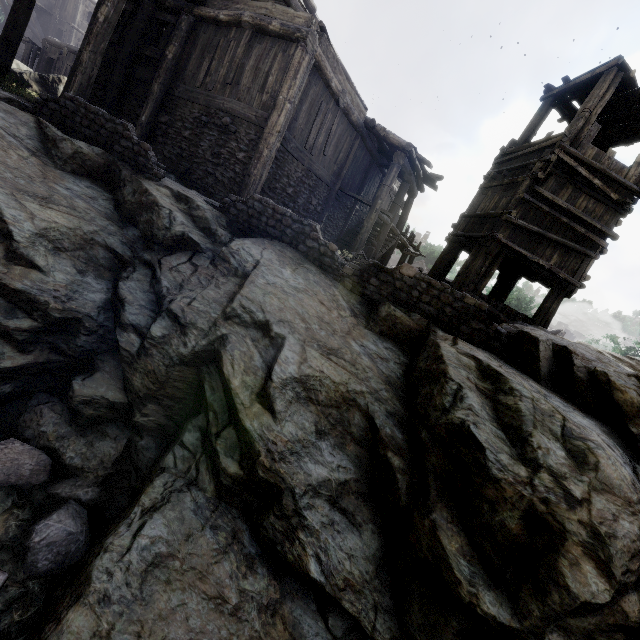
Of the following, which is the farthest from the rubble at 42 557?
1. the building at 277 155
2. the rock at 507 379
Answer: the building at 277 155

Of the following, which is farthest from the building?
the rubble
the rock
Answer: the rubble

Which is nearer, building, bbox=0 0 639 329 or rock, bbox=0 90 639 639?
rock, bbox=0 90 639 639

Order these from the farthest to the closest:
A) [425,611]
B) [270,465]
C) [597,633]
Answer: [270,465]
[425,611]
[597,633]

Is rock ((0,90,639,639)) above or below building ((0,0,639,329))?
below

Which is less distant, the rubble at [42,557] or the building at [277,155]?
the rubble at [42,557]

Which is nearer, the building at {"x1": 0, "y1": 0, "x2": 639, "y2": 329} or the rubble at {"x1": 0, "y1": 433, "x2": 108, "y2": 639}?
the rubble at {"x1": 0, "y1": 433, "x2": 108, "y2": 639}

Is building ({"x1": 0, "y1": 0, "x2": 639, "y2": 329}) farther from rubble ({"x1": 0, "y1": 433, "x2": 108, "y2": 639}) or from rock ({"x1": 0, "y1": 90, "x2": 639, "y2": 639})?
rubble ({"x1": 0, "y1": 433, "x2": 108, "y2": 639})
